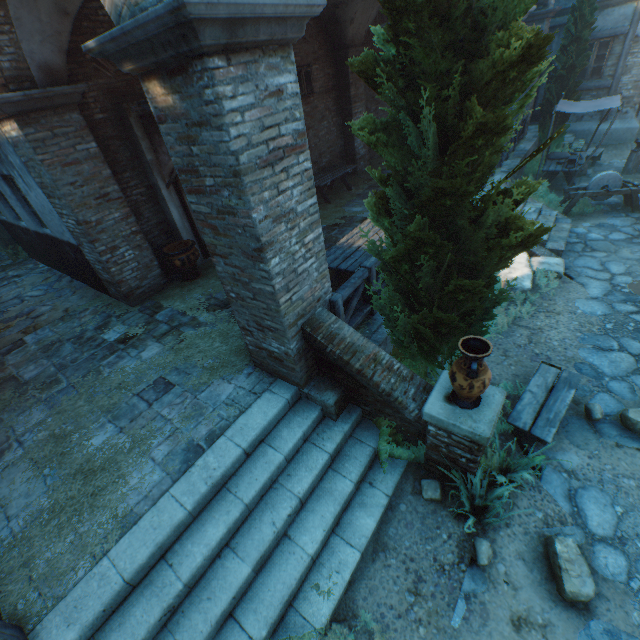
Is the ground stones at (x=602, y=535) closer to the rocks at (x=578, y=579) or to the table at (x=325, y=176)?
the rocks at (x=578, y=579)

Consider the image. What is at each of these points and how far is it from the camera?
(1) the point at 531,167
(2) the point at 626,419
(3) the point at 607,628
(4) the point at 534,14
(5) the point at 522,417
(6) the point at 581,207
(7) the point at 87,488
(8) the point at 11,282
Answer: (1) plants, 12.51m
(2) rocks, 4.35m
(3) ground stones, 2.99m
(4) building, 11.06m
(5) table, 4.20m
(6) plants, 9.40m
(7) straw, 3.88m
(8) ground stones, 9.68m

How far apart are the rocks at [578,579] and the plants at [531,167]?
13.25m

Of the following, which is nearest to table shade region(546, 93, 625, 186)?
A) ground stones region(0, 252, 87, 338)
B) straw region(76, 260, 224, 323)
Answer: straw region(76, 260, 224, 323)

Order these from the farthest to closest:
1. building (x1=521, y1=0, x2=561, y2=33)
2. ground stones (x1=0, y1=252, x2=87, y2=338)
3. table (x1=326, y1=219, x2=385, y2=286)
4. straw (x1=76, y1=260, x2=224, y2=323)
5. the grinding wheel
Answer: building (x1=521, y1=0, x2=561, y2=33), the grinding wheel, ground stones (x1=0, y1=252, x2=87, y2=338), straw (x1=76, y1=260, x2=224, y2=323), table (x1=326, y1=219, x2=385, y2=286)

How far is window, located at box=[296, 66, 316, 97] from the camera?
10.0m

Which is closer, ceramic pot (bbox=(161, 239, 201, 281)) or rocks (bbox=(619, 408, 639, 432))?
rocks (bbox=(619, 408, 639, 432))

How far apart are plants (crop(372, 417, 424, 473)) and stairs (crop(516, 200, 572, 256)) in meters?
6.6
